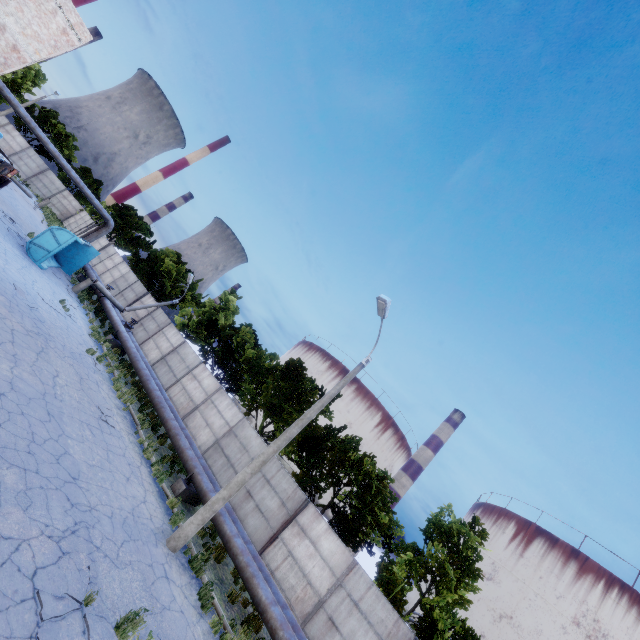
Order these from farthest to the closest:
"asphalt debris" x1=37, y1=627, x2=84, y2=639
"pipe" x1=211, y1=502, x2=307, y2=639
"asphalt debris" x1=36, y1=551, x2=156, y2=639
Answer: "pipe" x1=211, y1=502, x2=307, y2=639
"asphalt debris" x1=36, y1=551, x2=156, y2=639
"asphalt debris" x1=37, y1=627, x2=84, y2=639

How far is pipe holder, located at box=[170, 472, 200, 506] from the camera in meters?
12.8 m

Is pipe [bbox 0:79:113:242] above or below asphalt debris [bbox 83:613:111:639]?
above

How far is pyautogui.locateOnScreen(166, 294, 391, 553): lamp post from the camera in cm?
988

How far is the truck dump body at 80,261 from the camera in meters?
23.8 m

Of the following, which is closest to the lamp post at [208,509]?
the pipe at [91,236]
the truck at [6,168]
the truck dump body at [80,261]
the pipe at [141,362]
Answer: the pipe at [141,362]

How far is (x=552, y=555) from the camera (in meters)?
58.19

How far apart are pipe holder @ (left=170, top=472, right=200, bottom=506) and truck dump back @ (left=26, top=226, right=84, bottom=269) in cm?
1623
